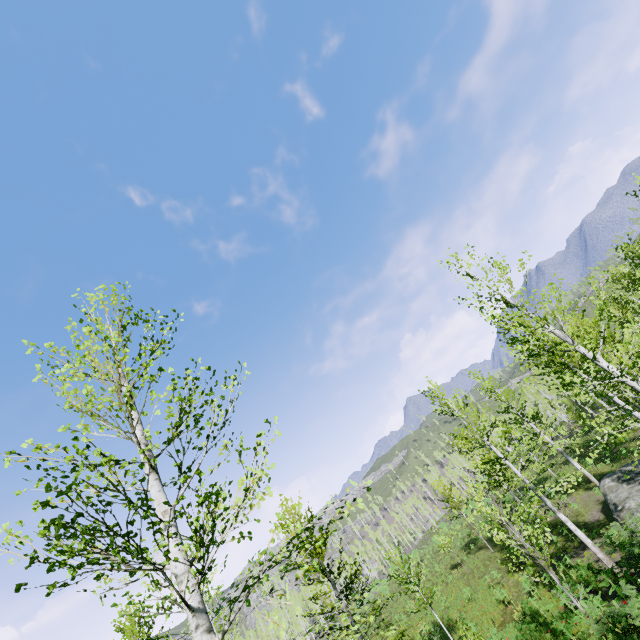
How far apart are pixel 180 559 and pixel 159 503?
0.87m
